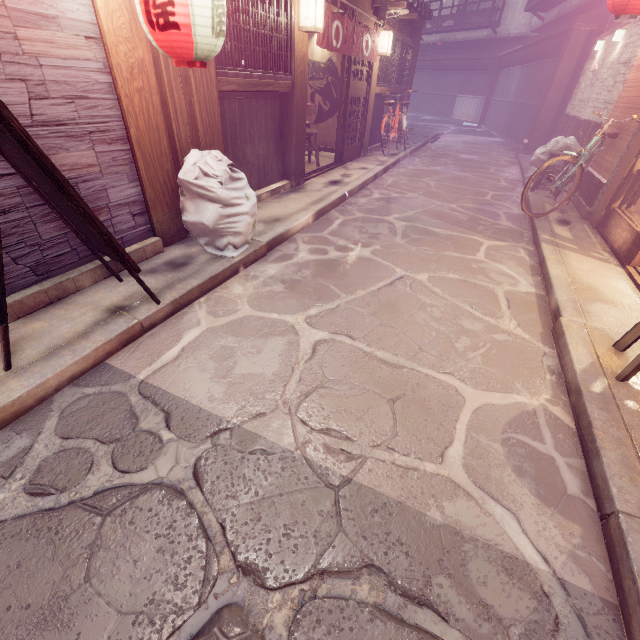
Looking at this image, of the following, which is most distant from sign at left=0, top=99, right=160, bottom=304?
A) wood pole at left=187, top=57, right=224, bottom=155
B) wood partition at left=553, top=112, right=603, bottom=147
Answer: wood partition at left=553, top=112, right=603, bottom=147

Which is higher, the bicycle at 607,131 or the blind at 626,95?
the blind at 626,95

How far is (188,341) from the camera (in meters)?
4.83

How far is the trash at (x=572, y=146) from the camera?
12.11m

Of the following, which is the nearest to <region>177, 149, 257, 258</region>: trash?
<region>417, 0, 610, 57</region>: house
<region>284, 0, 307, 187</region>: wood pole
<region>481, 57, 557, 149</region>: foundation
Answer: <region>284, 0, 307, 187</region>: wood pole

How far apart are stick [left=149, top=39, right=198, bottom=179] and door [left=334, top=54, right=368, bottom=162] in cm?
873

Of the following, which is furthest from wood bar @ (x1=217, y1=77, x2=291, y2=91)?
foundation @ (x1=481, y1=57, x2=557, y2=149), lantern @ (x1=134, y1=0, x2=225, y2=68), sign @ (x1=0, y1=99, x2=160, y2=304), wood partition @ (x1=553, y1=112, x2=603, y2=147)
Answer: foundation @ (x1=481, y1=57, x2=557, y2=149)

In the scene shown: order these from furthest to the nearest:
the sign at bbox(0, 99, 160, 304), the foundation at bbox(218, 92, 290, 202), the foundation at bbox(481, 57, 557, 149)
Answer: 1. the foundation at bbox(481, 57, 557, 149)
2. the foundation at bbox(218, 92, 290, 202)
3. the sign at bbox(0, 99, 160, 304)
